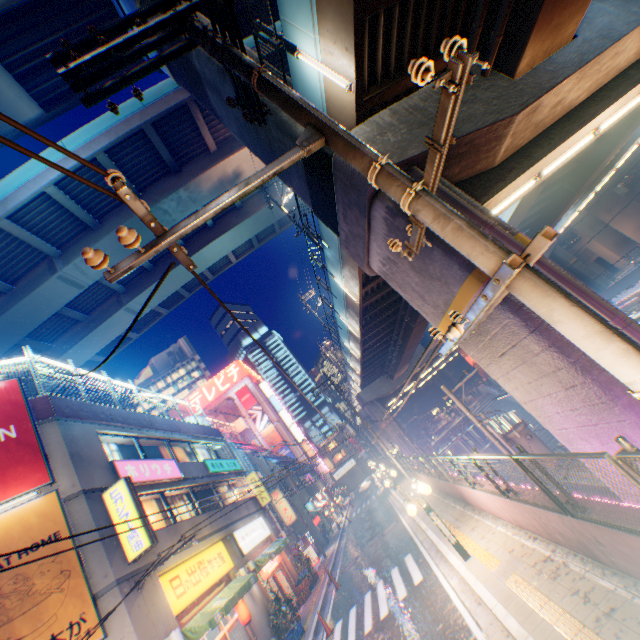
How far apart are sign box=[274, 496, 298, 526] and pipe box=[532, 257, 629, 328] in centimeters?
3161cm

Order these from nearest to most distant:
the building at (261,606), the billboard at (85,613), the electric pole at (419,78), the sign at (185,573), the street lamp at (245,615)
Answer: the electric pole at (419,78) → the billboard at (85,613) → the sign at (185,573) → the street lamp at (245,615) → the building at (261,606)

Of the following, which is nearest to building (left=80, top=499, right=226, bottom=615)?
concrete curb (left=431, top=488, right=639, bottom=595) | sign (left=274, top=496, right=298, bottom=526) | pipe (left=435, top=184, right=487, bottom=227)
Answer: sign (left=274, top=496, right=298, bottom=526)

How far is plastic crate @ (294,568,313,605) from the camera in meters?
18.8

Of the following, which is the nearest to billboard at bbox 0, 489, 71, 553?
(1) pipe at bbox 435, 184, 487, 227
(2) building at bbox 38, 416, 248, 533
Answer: (2) building at bbox 38, 416, 248, 533

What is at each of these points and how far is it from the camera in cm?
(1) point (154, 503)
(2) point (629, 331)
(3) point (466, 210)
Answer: (1) window glass, 1434
(2) pipe, 521
(3) pipe, 648

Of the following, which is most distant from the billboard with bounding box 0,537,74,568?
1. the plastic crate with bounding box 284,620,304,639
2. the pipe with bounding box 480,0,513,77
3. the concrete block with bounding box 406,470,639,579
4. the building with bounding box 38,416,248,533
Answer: the pipe with bounding box 480,0,513,77

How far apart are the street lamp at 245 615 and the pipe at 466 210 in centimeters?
1685cm
